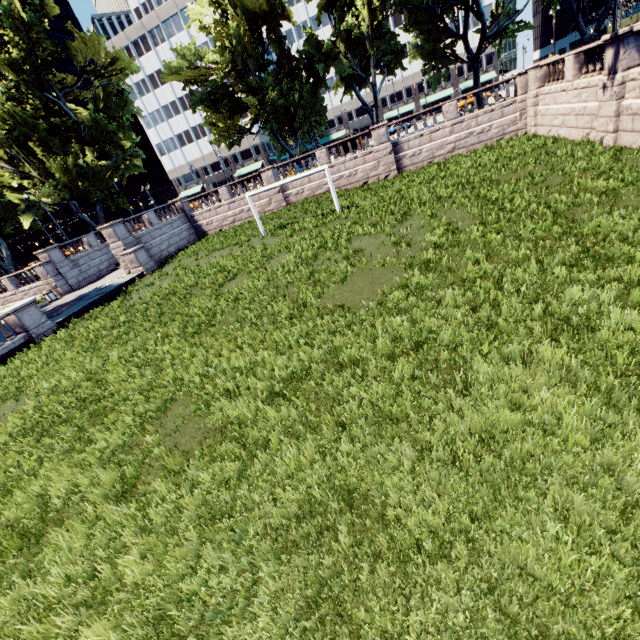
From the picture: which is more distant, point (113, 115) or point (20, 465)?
point (113, 115)

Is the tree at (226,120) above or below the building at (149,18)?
below

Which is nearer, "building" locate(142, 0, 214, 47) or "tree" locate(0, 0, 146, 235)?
"tree" locate(0, 0, 146, 235)

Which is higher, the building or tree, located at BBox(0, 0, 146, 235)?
the building

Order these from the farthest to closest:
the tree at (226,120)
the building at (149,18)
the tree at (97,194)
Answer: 1. the building at (149,18)
2. the tree at (97,194)
3. the tree at (226,120)

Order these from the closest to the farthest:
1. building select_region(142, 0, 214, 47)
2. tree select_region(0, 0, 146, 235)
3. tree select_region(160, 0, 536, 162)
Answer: tree select_region(160, 0, 536, 162) < tree select_region(0, 0, 146, 235) < building select_region(142, 0, 214, 47)

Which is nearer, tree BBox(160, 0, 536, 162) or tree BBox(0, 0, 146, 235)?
tree BBox(160, 0, 536, 162)
